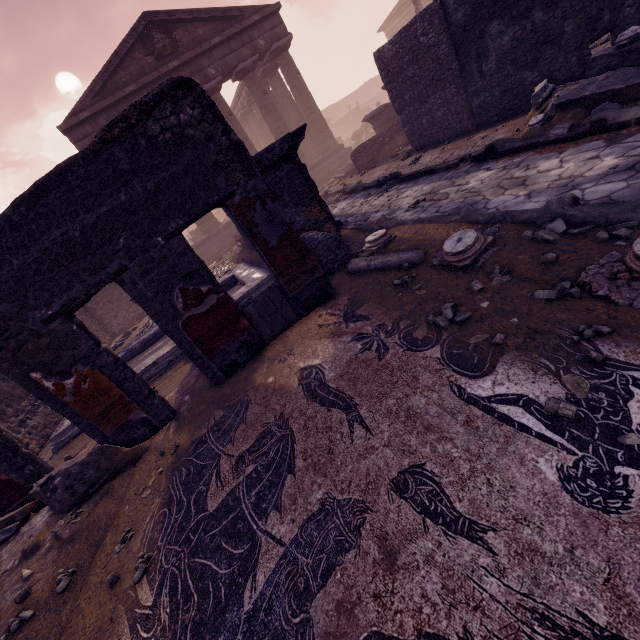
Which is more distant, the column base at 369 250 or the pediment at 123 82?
the pediment at 123 82

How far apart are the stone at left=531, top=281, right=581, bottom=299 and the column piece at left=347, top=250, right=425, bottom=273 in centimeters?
169cm

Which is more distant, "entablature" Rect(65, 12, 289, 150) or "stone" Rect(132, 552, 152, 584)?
"entablature" Rect(65, 12, 289, 150)

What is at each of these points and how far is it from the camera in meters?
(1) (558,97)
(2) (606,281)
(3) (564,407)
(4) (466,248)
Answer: (1) debris pile, 5.3 m
(2) column base, 2.2 m
(3) stone, 1.7 m
(4) column base, 3.3 m

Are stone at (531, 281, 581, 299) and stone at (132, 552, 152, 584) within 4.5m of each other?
yes

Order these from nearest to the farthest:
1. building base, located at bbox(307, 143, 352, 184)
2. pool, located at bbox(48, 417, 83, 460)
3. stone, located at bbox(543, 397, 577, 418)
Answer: stone, located at bbox(543, 397, 577, 418), pool, located at bbox(48, 417, 83, 460), building base, located at bbox(307, 143, 352, 184)

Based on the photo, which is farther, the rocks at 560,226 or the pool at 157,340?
the pool at 157,340

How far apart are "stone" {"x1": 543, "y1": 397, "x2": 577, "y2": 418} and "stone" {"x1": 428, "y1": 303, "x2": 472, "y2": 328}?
0.96m
